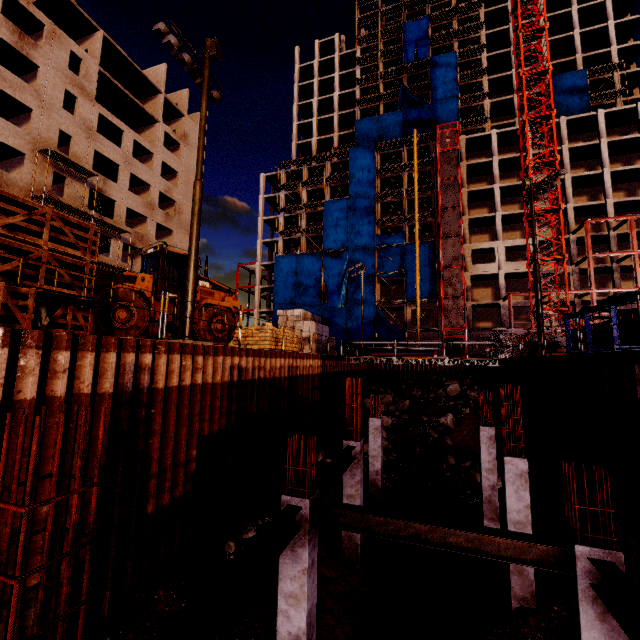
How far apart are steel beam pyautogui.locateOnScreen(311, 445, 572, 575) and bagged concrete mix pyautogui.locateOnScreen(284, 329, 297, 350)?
12.5m

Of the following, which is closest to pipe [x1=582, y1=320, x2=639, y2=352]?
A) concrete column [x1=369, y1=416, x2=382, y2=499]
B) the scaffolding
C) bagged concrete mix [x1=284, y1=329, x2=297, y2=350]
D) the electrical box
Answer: concrete column [x1=369, y1=416, x2=382, y2=499]

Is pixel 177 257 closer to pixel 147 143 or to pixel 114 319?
pixel 114 319

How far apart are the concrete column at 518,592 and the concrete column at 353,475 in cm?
411

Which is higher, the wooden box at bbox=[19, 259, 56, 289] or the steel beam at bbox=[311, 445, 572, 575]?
the wooden box at bbox=[19, 259, 56, 289]

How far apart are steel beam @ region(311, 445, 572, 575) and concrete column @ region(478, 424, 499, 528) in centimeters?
949cm

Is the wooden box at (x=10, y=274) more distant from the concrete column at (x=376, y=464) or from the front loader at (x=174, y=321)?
the concrete column at (x=376, y=464)

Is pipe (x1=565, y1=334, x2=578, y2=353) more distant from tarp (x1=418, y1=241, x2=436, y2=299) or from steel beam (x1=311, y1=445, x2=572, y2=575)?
tarp (x1=418, y1=241, x2=436, y2=299)
